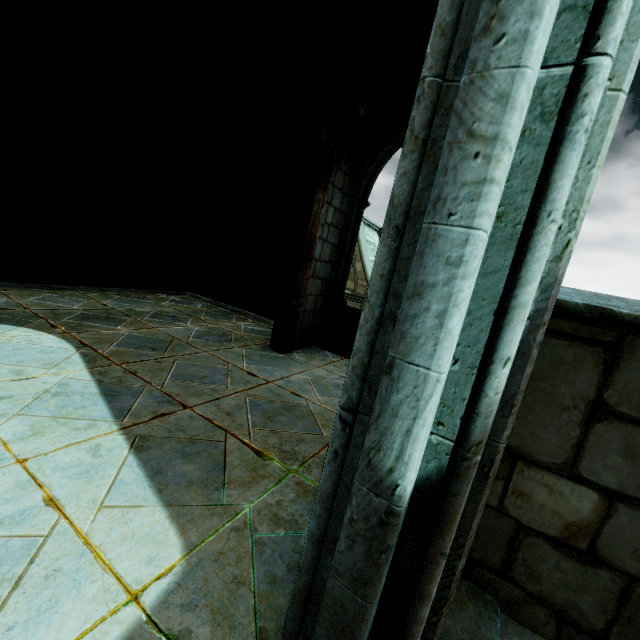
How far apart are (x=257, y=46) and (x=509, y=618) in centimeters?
690cm
